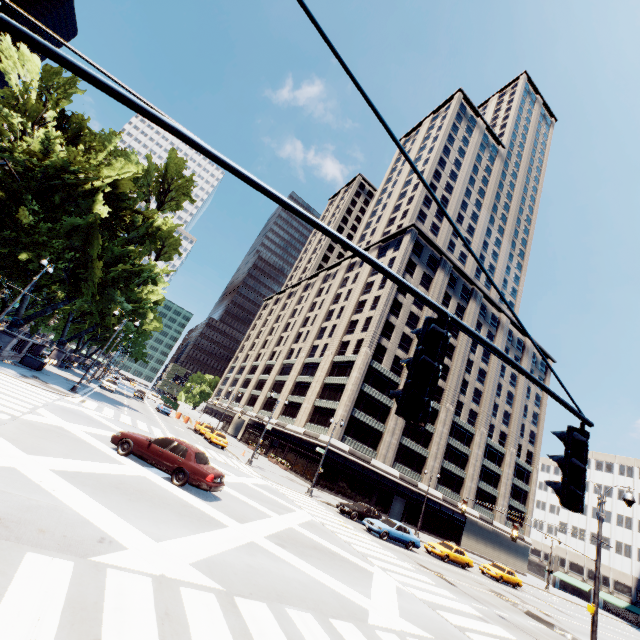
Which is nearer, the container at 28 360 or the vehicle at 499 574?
the container at 28 360

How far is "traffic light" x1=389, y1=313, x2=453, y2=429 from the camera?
2.37m

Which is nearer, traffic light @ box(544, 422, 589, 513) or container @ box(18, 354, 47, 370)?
traffic light @ box(544, 422, 589, 513)

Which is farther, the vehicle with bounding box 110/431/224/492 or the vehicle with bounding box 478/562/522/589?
the vehicle with bounding box 478/562/522/589

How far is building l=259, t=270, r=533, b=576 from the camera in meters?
43.7

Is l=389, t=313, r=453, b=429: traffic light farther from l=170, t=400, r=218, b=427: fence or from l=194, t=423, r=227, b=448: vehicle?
l=170, t=400, r=218, b=427: fence

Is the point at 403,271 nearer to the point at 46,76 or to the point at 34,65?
the point at 46,76

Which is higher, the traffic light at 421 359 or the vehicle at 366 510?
the traffic light at 421 359
